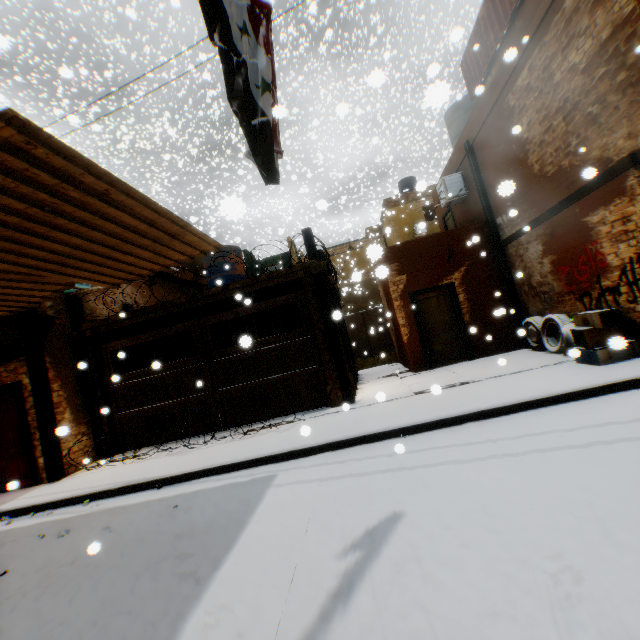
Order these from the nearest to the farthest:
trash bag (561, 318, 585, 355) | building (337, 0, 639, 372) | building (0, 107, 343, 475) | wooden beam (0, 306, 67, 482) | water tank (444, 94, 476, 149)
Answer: building (0, 107, 343, 475) → building (337, 0, 639, 372) → trash bag (561, 318, 585, 355) → wooden beam (0, 306, 67, 482) → water tank (444, 94, 476, 149)

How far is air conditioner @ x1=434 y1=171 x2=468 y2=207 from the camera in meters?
11.1 m

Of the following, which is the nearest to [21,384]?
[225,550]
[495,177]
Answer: [225,550]

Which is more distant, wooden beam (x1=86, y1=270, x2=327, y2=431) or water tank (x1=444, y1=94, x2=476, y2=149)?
water tank (x1=444, y1=94, x2=476, y2=149)

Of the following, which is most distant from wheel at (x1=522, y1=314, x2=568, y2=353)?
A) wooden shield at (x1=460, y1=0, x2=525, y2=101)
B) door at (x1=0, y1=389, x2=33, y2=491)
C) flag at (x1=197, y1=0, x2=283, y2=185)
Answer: flag at (x1=197, y1=0, x2=283, y2=185)

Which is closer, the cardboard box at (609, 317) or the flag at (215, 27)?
the flag at (215, 27)

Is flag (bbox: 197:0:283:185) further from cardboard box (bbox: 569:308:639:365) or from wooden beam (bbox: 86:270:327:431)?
cardboard box (bbox: 569:308:639:365)

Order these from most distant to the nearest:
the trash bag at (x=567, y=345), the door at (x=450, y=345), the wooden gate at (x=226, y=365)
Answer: the door at (x=450, y=345) → the wooden gate at (x=226, y=365) → the trash bag at (x=567, y=345)
